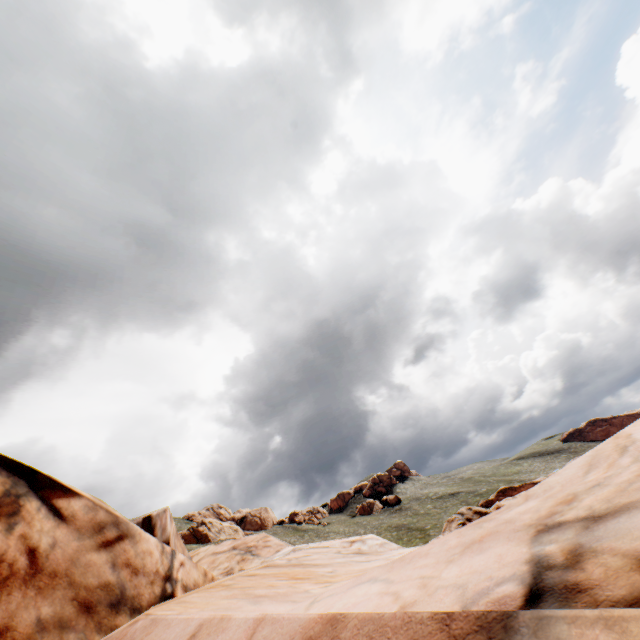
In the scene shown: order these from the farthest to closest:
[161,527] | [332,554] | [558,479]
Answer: [161,527] < [332,554] < [558,479]
